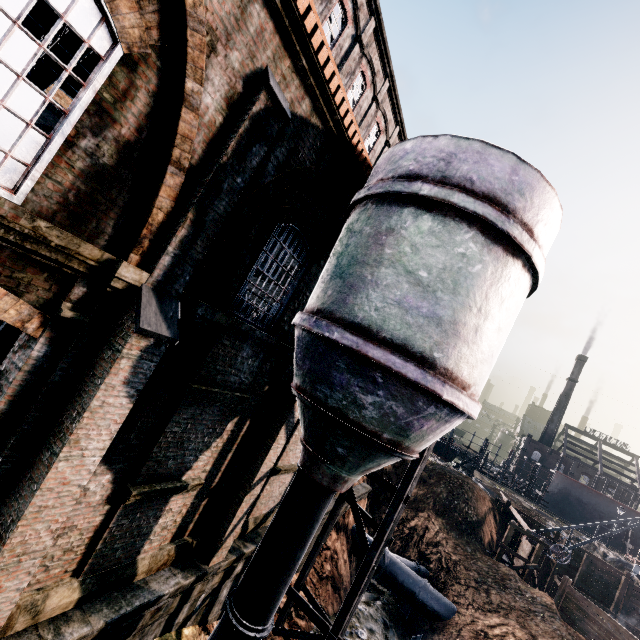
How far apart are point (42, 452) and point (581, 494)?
72.4 meters

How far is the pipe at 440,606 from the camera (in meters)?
19.38

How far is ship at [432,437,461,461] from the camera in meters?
57.9

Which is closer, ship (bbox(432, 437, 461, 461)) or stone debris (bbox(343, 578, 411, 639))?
stone debris (bbox(343, 578, 411, 639))

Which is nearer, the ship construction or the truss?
the truss

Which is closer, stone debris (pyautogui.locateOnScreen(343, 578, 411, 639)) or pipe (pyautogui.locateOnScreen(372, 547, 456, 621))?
stone debris (pyautogui.locateOnScreen(343, 578, 411, 639))

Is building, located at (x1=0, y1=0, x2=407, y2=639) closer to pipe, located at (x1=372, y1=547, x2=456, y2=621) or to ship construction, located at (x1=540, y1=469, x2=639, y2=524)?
pipe, located at (x1=372, y1=547, x2=456, y2=621)

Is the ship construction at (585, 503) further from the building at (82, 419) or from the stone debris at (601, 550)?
the building at (82, 419)
